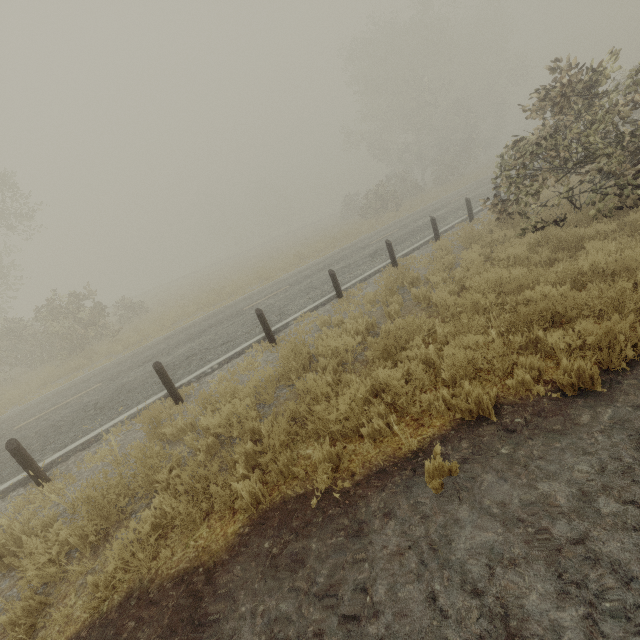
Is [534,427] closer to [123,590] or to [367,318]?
[367,318]

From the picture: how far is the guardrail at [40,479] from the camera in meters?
5.5

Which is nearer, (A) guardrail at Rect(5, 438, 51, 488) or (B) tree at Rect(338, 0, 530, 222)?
(A) guardrail at Rect(5, 438, 51, 488)

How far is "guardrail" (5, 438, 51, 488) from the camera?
5.50m

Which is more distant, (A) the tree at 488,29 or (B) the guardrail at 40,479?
(A) the tree at 488,29

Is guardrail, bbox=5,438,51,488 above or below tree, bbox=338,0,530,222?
below
